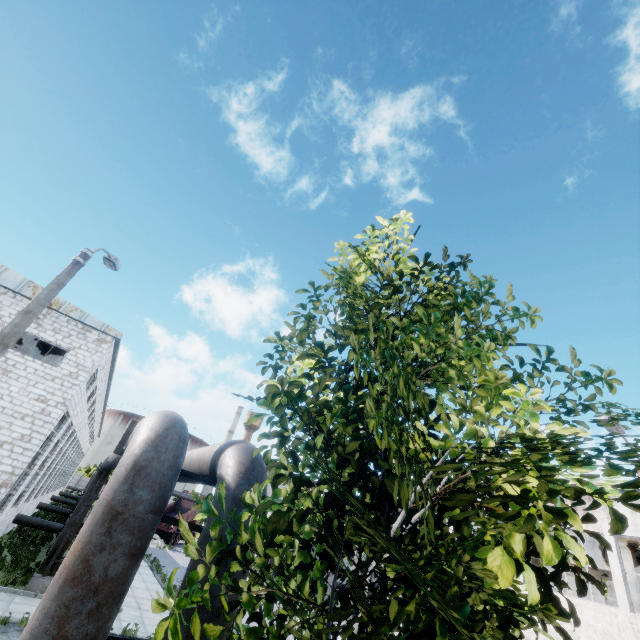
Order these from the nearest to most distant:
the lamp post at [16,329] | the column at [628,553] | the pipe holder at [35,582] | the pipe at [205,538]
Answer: the pipe at [205,538] → the lamp post at [16,329] → the pipe holder at [35,582] → the column at [628,553]

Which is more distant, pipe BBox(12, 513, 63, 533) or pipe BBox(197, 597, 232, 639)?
pipe BBox(12, 513, 63, 533)

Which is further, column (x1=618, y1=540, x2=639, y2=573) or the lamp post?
column (x1=618, y1=540, x2=639, y2=573)

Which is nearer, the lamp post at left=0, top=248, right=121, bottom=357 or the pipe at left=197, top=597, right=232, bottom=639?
the pipe at left=197, top=597, right=232, bottom=639

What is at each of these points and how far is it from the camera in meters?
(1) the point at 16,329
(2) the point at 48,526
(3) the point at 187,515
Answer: (1) lamp post, 6.7
(2) pipe, 21.7
(3) truck dump body, 40.6

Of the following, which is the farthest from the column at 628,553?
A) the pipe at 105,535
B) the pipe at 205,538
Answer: the pipe at 105,535

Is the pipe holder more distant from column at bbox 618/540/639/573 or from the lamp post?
column at bbox 618/540/639/573

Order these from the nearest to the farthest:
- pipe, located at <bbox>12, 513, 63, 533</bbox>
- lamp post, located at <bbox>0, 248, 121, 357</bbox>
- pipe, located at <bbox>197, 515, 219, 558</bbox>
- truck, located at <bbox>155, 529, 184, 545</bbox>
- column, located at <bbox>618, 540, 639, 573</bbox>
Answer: pipe, located at <bbox>197, 515, 219, 558</bbox> < lamp post, located at <bbox>0, 248, 121, 357</bbox> < column, located at <bbox>618, 540, 639, 573</bbox> < pipe, located at <bbox>12, 513, 63, 533</bbox> < truck, located at <bbox>155, 529, 184, 545</bbox>
